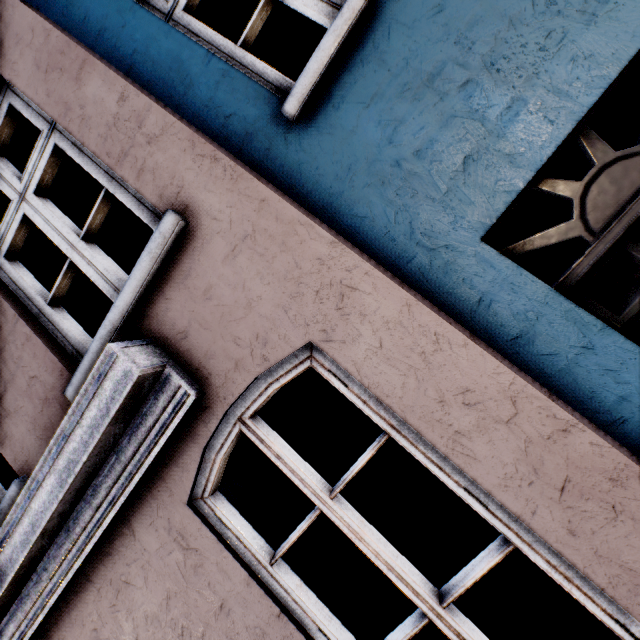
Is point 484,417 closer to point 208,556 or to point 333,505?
point 333,505
